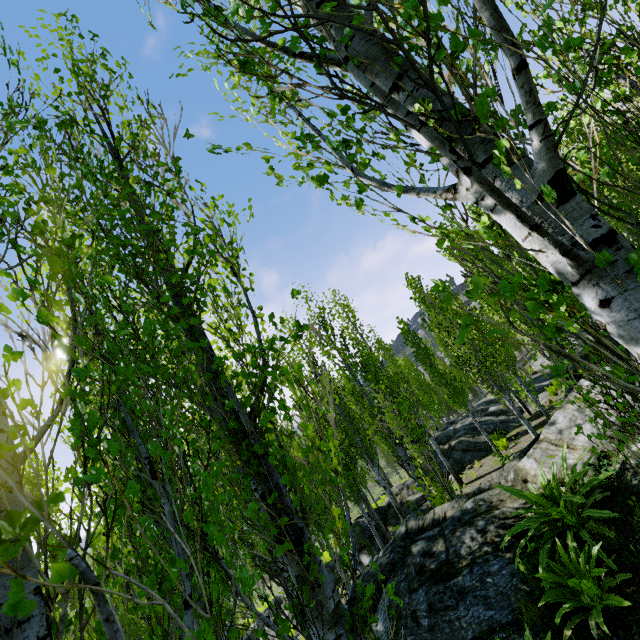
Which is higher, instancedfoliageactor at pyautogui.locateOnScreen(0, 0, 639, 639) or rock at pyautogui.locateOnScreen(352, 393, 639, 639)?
instancedfoliageactor at pyautogui.locateOnScreen(0, 0, 639, 639)

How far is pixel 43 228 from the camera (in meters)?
1.26

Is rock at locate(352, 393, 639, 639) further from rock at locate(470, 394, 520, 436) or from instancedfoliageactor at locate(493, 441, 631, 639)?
rock at locate(470, 394, 520, 436)

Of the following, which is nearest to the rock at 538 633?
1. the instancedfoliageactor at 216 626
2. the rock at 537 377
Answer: the instancedfoliageactor at 216 626

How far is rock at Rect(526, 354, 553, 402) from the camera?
18.6 meters

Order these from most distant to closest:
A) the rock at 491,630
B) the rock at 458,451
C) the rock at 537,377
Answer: the rock at 537,377, the rock at 458,451, the rock at 491,630

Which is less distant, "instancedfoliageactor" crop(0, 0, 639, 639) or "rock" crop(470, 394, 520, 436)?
"instancedfoliageactor" crop(0, 0, 639, 639)
